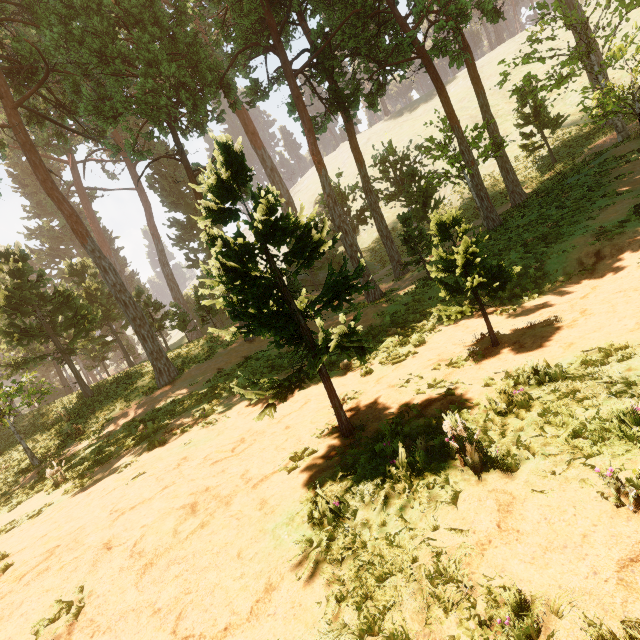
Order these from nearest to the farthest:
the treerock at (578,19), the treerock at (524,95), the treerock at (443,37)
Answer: the treerock at (443,37) < the treerock at (578,19) < the treerock at (524,95)

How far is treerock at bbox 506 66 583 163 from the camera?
20.0 meters

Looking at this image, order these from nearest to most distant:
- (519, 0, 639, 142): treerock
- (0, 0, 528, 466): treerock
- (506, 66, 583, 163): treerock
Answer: (0, 0, 528, 466): treerock, (519, 0, 639, 142): treerock, (506, 66, 583, 163): treerock

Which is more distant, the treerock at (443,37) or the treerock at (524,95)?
the treerock at (524,95)

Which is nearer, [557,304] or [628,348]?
[628,348]

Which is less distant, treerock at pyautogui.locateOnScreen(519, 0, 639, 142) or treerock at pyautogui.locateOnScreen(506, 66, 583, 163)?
treerock at pyautogui.locateOnScreen(519, 0, 639, 142)
